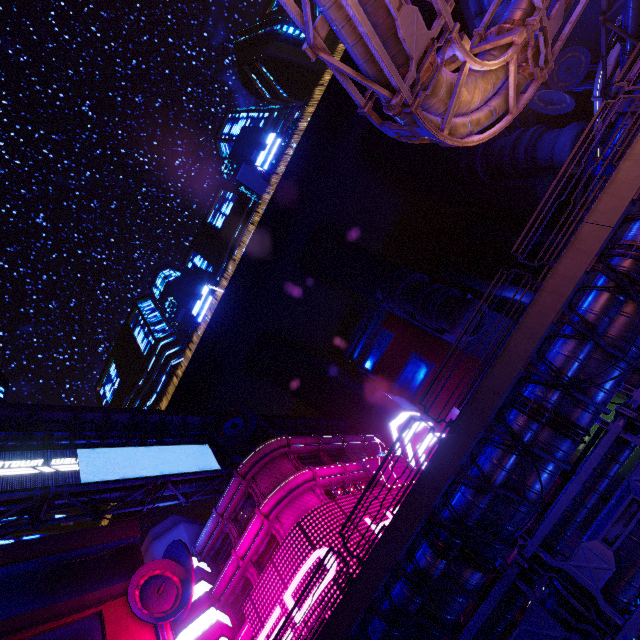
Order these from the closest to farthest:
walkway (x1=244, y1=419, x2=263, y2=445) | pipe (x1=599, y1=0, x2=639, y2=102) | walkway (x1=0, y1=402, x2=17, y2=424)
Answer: pipe (x1=599, y1=0, x2=639, y2=102), walkway (x1=0, y1=402, x2=17, y2=424), walkway (x1=244, y1=419, x2=263, y2=445)

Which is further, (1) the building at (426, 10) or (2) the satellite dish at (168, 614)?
(1) the building at (426, 10)

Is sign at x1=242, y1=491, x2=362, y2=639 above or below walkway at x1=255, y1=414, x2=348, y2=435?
below

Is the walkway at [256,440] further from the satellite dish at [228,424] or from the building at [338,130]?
the satellite dish at [228,424]

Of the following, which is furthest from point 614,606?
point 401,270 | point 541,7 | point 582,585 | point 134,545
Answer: point 401,270

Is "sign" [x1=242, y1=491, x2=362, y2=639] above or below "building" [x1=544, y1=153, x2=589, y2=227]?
below

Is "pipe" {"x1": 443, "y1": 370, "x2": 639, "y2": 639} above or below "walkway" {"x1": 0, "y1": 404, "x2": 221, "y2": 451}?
below

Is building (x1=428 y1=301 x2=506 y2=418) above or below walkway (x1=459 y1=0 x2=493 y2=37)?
below
